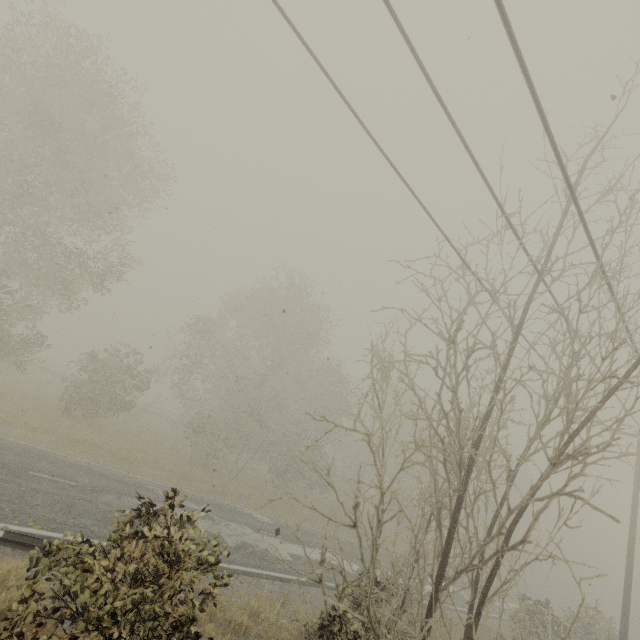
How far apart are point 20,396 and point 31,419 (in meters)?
6.38
